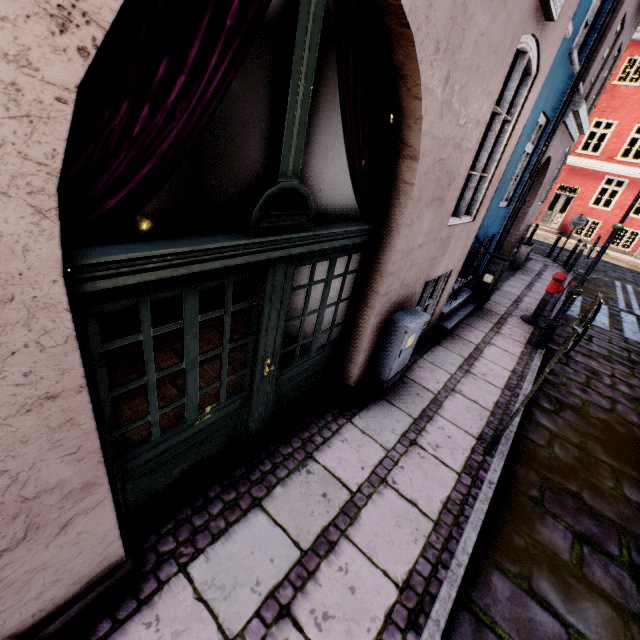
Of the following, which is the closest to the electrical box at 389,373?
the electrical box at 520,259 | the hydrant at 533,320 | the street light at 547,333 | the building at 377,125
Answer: the building at 377,125

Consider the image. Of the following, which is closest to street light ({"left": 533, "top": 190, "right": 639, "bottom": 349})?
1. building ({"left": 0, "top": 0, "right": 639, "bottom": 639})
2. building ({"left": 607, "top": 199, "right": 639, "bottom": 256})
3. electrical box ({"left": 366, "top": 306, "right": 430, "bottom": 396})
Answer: building ({"left": 0, "top": 0, "right": 639, "bottom": 639})

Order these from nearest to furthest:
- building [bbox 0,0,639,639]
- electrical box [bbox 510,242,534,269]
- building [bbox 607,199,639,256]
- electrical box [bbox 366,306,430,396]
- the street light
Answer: building [bbox 0,0,639,639], electrical box [bbox 366,306,430,396], the street light, electrical box [bbox 510,242,534,269], building [bbox 607,199,639,256]

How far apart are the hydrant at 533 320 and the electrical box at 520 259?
4.5 meters

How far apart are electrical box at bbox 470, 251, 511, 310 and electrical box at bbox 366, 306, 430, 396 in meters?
3.8

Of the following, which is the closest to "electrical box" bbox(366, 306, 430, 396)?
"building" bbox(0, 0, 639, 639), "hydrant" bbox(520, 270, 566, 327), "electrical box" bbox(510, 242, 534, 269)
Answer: "building" bbox(0, 0, 639, 639)

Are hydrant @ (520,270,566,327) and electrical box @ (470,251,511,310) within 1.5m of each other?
yes

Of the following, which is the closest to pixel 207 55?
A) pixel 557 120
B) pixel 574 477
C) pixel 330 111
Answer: pixel 330 111
